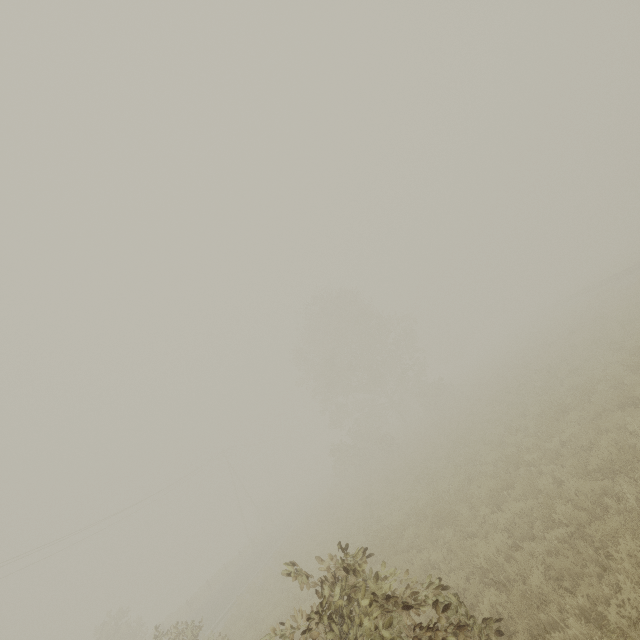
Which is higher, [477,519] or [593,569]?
[477,519]
